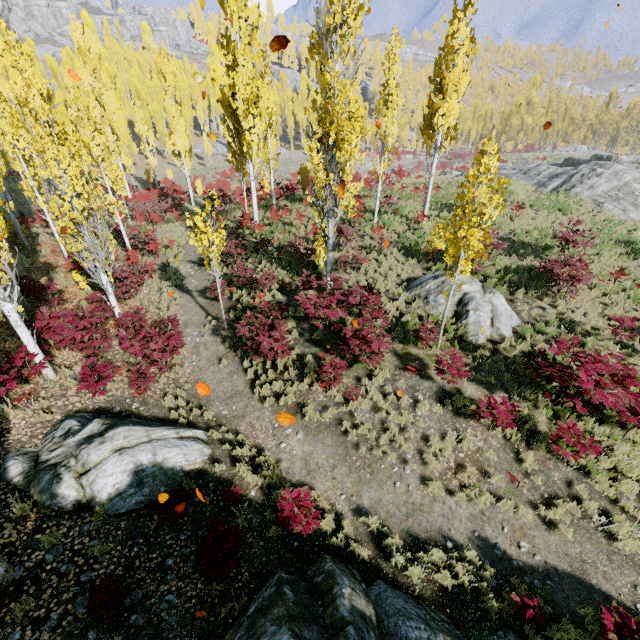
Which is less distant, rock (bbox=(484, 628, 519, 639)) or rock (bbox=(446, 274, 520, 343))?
rock (bbox=(484, 628, 519, 639))

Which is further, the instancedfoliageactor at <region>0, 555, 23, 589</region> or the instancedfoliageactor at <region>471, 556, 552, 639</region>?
the instancedfoliageactor at <region>471, 556, 552, 639</region>

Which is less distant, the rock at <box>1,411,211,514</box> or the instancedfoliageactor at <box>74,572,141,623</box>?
the instancedfoliageactor at <box>74,572,141,623</box>

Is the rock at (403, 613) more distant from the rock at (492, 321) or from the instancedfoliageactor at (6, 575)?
the rock at (492, 321)

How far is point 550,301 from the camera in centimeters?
1256cm

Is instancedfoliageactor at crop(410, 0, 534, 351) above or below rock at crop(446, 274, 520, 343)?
above

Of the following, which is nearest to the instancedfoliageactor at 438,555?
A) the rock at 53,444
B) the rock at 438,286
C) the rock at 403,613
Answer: the rock at 403,613

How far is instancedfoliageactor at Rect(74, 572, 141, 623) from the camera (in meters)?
4.85
